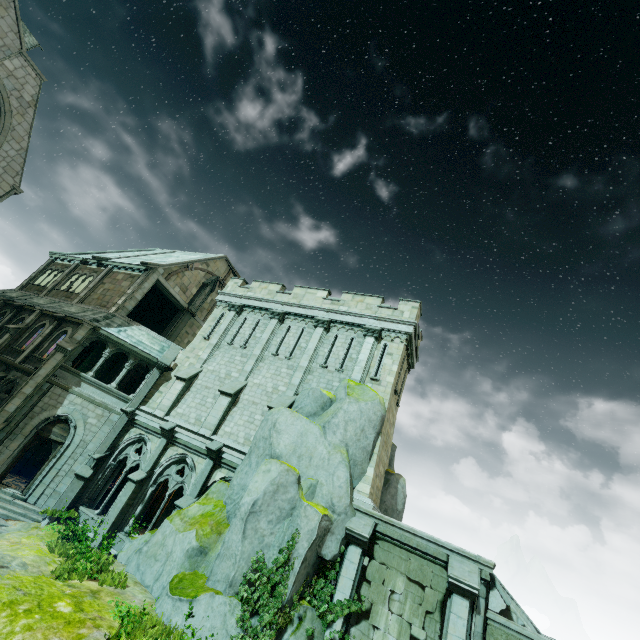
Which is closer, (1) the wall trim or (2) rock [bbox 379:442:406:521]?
(2) rock [bbox 379:442:406:521]

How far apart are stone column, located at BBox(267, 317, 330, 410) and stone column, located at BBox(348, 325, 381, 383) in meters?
2.0

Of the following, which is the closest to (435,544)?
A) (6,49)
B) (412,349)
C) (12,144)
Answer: (412,349)

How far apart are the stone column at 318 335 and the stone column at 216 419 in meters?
2.0

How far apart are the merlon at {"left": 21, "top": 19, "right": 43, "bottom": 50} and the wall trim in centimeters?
2043cm

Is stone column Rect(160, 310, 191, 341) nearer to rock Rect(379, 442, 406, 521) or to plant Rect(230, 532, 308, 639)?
rock Rect(379, 442, 406, 521)

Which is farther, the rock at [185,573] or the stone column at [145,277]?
the stone column at [145,277]

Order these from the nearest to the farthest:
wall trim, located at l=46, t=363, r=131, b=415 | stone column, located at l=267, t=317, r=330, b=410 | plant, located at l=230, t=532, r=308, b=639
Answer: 1. plant, located at l=230, t=532, r=308, b=639
2. stone column, located at l=267, t=317, r=330, b=410
3. wall trim, located at l=46, t=363, r=131, b=415
